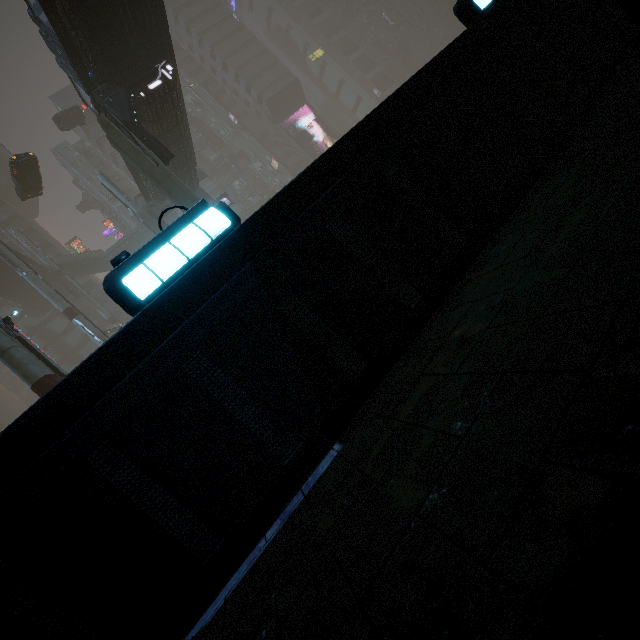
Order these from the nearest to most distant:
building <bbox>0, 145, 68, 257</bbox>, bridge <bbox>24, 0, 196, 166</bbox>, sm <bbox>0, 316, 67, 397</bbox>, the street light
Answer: the street light < sm <bbox>0, 316, 67, 397</bbox> < bridge <bbox>24, 0, 196, 166</bbox> < building <bbox>0, 145, 68, 257</bbox>

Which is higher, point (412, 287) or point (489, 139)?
point (489, 139)

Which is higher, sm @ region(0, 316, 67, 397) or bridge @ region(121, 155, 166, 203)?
bridge @ region(121, 155, 166, 203)

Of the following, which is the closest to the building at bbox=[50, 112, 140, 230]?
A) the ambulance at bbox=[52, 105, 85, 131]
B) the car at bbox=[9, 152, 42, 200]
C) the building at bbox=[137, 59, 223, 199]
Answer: the car at bbox=[9, 152, 42, 200]

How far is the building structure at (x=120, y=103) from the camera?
16.8 meters

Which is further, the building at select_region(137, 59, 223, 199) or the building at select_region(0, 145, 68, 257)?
the building at select_region(0, 145, 68, 257)

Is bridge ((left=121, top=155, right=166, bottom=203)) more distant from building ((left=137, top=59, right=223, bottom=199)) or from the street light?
the street light

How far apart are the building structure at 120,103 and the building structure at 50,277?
33.49m
